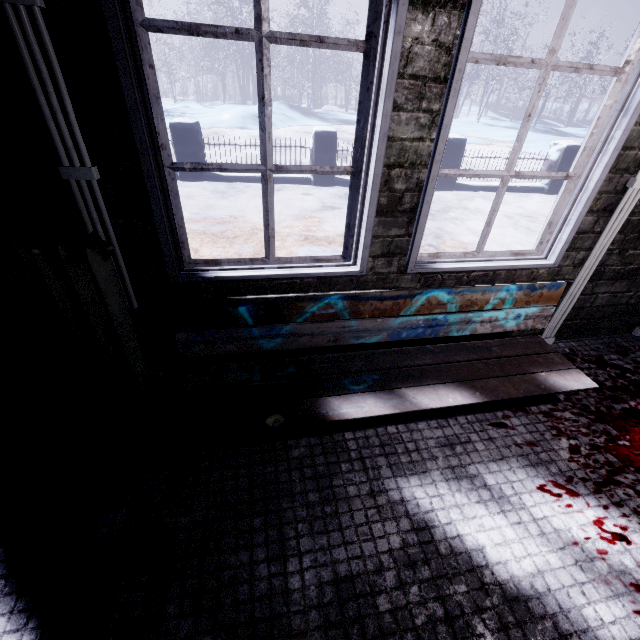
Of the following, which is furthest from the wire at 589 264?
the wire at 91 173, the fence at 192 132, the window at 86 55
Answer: the fence at 192 132

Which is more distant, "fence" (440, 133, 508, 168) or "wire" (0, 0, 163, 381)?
"fence" (440, 133, 508, 168)

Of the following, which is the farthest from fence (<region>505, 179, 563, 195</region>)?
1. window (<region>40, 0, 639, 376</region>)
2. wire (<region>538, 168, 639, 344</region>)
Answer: wire (<region>538, 168, 639, 344</region>)

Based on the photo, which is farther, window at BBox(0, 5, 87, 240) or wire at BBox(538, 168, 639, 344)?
wire at BBox(538, 168, 639, 344)

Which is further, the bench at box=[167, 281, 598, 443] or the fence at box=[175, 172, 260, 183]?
the fence at box=[175, 172, 260, 183]

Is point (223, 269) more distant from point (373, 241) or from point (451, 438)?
point (451, 438)

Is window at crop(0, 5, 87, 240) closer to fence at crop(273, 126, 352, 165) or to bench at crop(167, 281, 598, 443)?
bench at crop(167, 281, 598, 443)

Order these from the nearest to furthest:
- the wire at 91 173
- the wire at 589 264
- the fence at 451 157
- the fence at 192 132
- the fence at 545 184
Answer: the wire at 91 173
the wire at 589 264
the fence at 192 132
the fence at 451 157
the fence at 545 184
